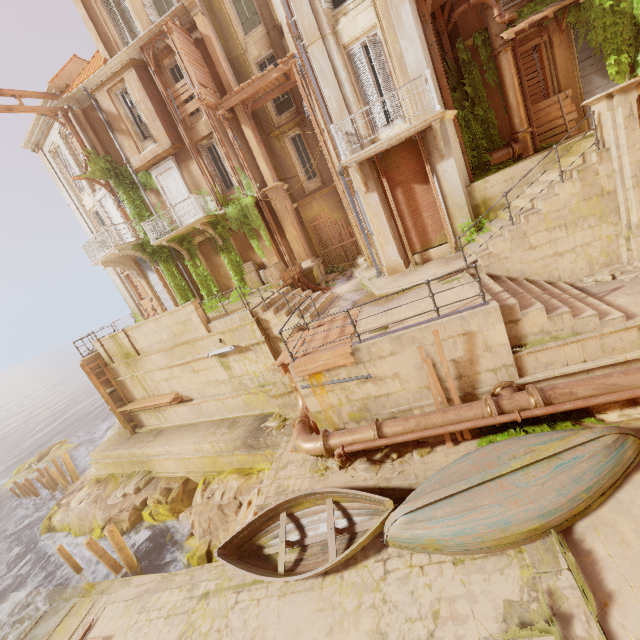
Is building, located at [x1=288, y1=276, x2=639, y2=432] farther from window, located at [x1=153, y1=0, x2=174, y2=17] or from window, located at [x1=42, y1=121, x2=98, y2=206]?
window, located at [x1=42, y1=121, x2=98, y2=206]

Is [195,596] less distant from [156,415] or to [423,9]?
[156,415]

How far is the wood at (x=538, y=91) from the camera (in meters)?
11.40

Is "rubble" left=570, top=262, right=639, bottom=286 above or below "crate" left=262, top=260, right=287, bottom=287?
below

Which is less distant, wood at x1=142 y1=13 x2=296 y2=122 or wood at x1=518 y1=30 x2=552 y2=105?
wood at x1=518 y1=30 x2=552 y2=105

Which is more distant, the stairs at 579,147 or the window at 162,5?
the window at 162,5

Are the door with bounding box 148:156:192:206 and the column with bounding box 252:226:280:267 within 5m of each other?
yes

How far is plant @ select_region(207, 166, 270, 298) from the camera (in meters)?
16.69
